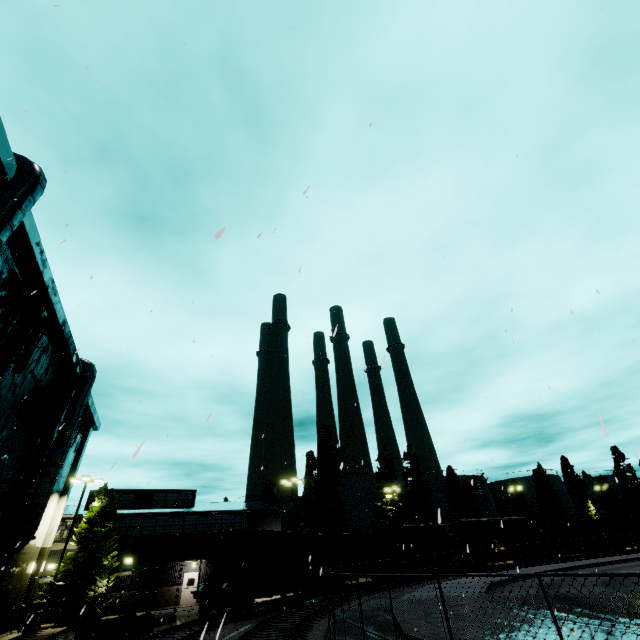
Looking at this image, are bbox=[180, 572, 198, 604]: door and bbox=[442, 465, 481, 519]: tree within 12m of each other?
no

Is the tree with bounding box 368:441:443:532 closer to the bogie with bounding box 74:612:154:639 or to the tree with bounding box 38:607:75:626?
the tree with bounding box 38:607:75:626

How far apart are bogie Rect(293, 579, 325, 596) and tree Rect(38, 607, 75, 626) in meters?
16.2 m

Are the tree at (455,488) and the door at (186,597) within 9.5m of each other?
no

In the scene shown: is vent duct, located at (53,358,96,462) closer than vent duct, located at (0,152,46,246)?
No

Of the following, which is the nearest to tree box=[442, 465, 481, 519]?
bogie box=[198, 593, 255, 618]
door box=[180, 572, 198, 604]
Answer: door box=[180, 572, 198, 604]

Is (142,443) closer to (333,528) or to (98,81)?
(98,81)

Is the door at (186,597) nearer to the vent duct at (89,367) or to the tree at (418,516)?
the tree at (418,516)
